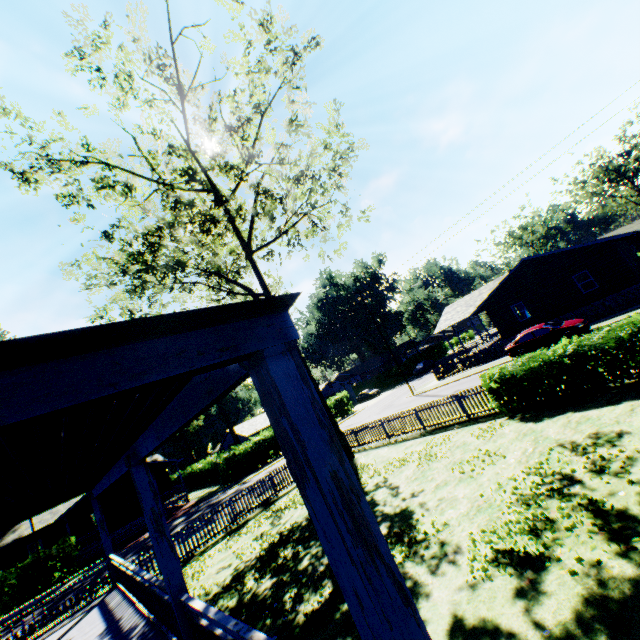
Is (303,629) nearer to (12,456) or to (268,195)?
(12,456)

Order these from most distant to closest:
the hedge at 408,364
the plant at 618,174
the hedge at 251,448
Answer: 1. the hedge at 408,364
2. the plant at 618,174
3. the hedge at 251,448

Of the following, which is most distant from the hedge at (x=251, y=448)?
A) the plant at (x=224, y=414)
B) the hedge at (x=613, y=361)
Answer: the hedge at (x=613, y=361)

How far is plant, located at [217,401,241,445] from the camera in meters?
46.3 m

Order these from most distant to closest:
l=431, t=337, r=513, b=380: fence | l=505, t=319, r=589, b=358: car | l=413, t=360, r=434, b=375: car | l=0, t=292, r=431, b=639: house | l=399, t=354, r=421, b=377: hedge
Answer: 1. l=399, t=354, r=421, b=377: hedge
2. l=413, t=360, r=434, b=375: car
3. l=431, t=337, r=513, b=380: fence
4. l=505, t=319, r=589, b=358: car
5. l=0, t=292, r=431, b=639: house

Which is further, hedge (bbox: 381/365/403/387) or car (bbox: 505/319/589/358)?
hedge (bbox: 381/365/403/387)

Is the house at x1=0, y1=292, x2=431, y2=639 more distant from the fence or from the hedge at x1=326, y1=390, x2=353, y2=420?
the fence

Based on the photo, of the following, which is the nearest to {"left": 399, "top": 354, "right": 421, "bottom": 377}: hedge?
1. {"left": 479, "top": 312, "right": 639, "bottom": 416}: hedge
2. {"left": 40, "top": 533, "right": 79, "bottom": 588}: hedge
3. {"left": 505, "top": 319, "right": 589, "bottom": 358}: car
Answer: {"left": 505, "top": 319, "right": 589, "bottom": 358}: car
